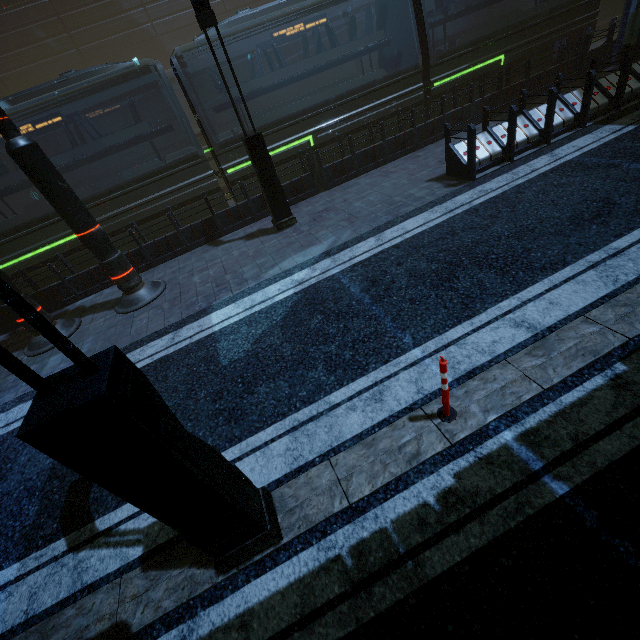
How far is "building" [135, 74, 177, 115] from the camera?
27.0 meters

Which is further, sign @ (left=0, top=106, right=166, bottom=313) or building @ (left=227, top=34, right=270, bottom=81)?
building @ (left=227, top=34, right=270, bottom=81)

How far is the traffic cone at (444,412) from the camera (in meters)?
3.14

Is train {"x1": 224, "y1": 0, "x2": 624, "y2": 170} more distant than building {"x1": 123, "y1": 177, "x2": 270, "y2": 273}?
Yes

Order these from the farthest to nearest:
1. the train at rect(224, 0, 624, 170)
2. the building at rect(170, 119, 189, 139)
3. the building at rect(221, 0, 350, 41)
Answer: the building at rect(170, 119, 189, 139) < the building at rect(221, 0, 350, 41) < the train at rect(224, 0, 624, 170)

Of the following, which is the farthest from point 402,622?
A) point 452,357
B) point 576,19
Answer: point 576,19

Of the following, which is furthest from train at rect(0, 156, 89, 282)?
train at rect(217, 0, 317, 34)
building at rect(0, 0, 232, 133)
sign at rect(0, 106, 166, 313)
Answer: sign at rect(0, 106, 166, 313)

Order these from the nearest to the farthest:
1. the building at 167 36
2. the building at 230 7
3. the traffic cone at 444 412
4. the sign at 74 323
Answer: the traffic cone at 444 412 < the sign at 74 323 < the building at 167 36 < the building at 230 7
